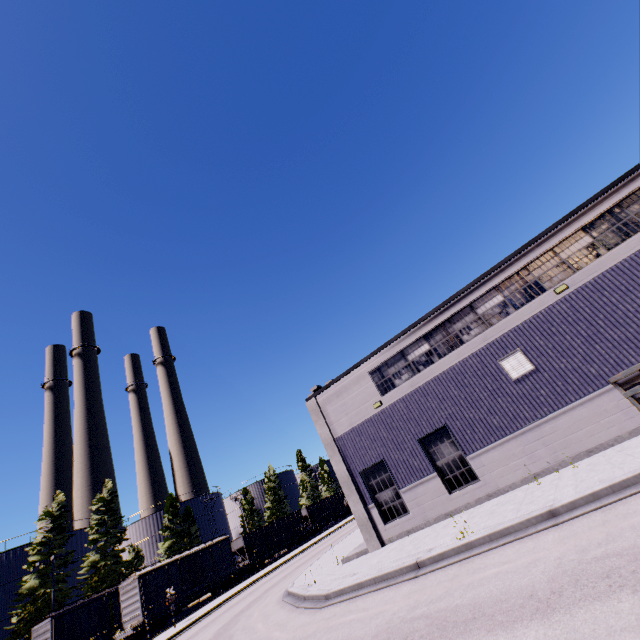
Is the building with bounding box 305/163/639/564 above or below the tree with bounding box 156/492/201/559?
below

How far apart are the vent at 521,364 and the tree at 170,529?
51.8 meters

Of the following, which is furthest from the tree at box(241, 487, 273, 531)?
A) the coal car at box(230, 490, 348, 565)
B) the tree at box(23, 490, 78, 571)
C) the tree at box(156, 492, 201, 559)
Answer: the tree at box(156, 492, 201, 559)

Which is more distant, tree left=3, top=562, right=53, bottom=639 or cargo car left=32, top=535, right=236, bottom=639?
tree left=3, top=562, right=53, bottom=639

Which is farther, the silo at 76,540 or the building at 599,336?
the silo at 76,540

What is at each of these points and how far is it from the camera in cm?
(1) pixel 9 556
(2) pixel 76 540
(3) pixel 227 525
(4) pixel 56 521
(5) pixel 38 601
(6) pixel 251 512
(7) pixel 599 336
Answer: (1) silo, 3469
(2) silo, 3906
(3) silo, 5819
(4) tree, 3425
(5) tree, 2984
(6) tree, 5706
(7) building, 1213

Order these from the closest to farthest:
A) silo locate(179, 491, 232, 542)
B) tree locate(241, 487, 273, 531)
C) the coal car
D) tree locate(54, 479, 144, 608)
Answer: tree locate(54, 479, 144, 608)
the coal car
silo locate(179, 491, 232, 542)
tree locate(241, 487, 273, 531)

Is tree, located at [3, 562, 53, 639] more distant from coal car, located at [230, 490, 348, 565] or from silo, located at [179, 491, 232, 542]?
coal car, located at [230, 490, 348, 565]
